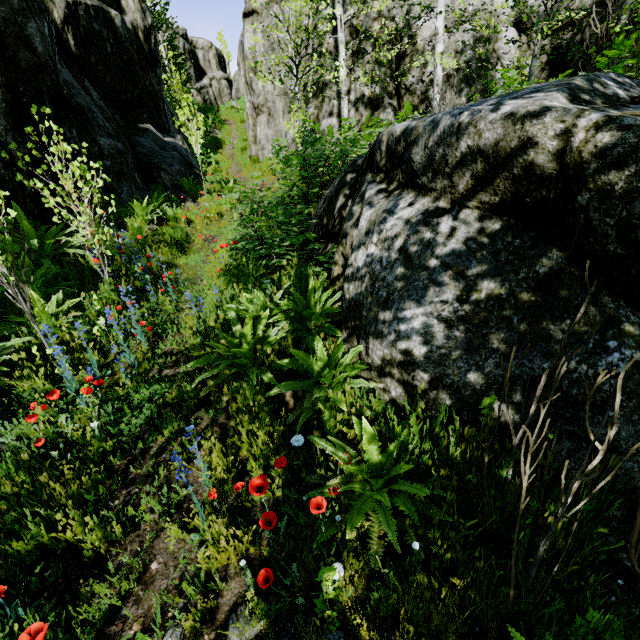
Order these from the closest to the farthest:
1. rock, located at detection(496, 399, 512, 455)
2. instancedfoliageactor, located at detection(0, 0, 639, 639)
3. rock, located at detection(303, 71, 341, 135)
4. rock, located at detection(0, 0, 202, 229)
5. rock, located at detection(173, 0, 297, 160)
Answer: instancedfoliageactor, located at detection(0, 0, 639, 639) < rock, located at detection(496, 399, 512, 455) < rock, located at detection(0, 0, 202, 229) < rock, located at detection(303, 71, 341, 135) < rock, located at detection(173, 0, 297, 160)

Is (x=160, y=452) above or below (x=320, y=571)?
below

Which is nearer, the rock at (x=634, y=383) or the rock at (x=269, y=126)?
the rock at (x=634, y=383)

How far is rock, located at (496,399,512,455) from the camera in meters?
2.0 m

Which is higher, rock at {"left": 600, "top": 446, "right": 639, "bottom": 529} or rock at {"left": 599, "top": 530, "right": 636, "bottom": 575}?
rock at {"left": 600, "top": 446, "right": 639, "bottom": 529}

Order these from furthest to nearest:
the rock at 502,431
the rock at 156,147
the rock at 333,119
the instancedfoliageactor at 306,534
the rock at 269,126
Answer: the rock at 269,126 → the rock at 333,119 → the rock at 156,147 → the rock at 502,431 → the instancedfoliageactor at 306,534
